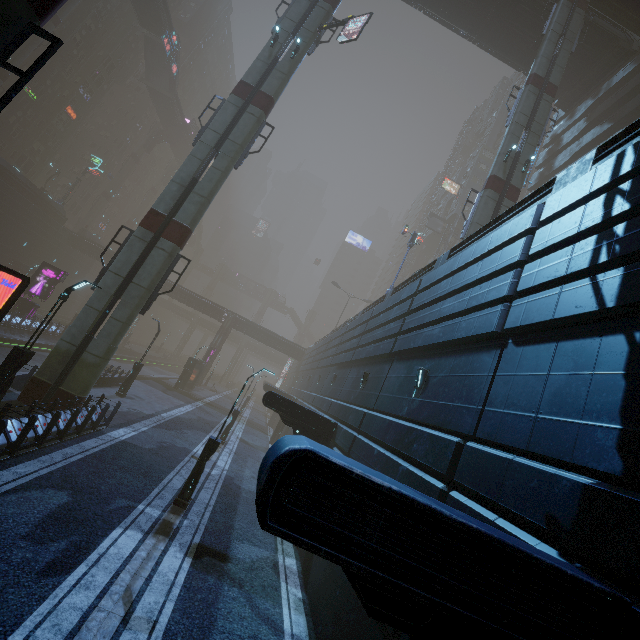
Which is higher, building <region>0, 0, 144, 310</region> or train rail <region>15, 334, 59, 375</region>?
building <region>0, 0, 144, 310</region>

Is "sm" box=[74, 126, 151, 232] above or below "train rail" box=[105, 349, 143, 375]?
above

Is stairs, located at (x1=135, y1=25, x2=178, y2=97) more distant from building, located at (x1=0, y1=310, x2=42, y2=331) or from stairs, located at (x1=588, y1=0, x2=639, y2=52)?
stairs, located at (x1=588, y1=0, x2=639, y2=52)

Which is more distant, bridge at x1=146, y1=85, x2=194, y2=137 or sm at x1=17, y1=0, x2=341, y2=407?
bridge at x1=146, y1=85, x2=194, y2=137

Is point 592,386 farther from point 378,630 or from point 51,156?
point 51,156

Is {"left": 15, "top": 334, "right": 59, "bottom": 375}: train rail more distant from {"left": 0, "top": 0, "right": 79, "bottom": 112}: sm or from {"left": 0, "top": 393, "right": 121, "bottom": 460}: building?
{"left": 0, "top": 0, "right": 79, "bottom": 112}: sm

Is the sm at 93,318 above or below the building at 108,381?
above

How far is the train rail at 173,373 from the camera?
37.8 meters
